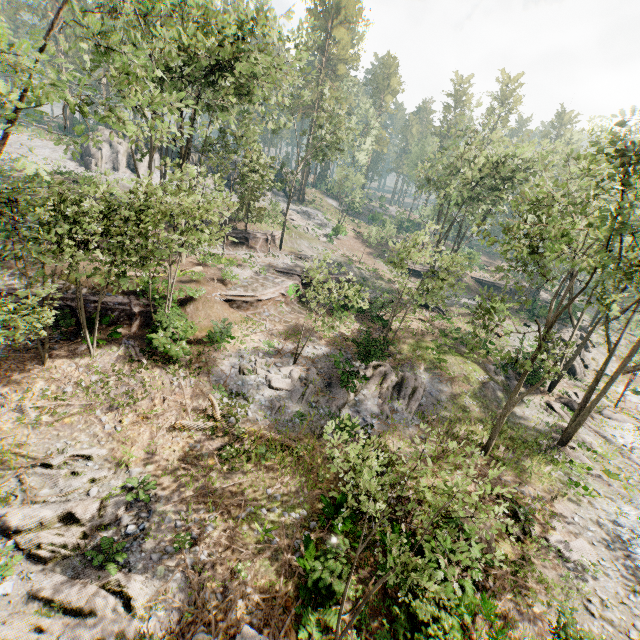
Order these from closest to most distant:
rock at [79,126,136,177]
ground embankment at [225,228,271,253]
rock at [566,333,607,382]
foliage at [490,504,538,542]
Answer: foliage at [490,504,538,542] → rock at [566,333,607,382] → ground embankment at [225,228,271,253] → rock at [79,126,136,177]

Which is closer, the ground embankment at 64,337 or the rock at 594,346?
the ground embankment at 64,337

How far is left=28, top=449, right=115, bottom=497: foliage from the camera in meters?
11.6 m

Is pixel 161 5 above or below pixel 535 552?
above

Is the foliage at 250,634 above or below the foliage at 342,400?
below

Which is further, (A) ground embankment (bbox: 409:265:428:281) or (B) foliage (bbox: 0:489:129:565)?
(A) ground embankment (bbox: 409:265:428:281)

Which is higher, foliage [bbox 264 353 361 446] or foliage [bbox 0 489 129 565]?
foliage [bbox 264 353 361 446]
